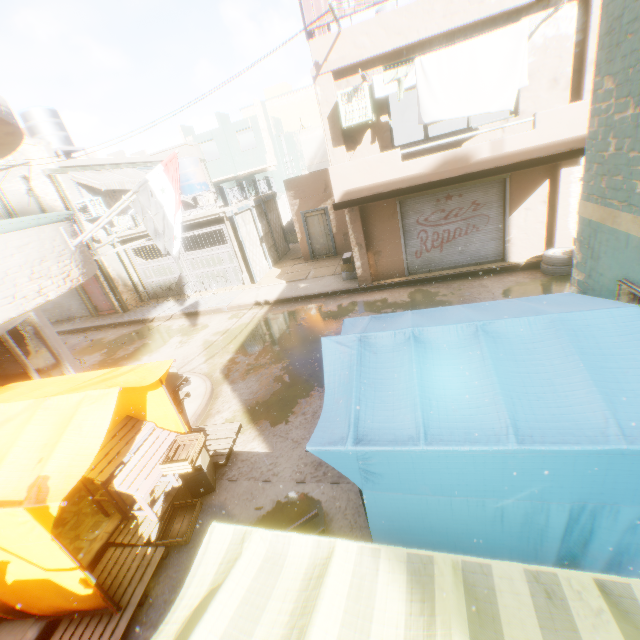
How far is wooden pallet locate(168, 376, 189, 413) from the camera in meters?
7.3 m

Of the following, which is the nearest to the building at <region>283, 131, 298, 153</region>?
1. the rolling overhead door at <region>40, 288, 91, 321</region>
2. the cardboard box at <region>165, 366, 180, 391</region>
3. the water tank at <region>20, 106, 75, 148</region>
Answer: the rolling overhead door at <region>40, 288, 91, 321</region>

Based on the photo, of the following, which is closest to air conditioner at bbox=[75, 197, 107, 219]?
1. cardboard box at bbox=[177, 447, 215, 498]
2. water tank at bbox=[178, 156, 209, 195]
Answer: water tank at bbox=[178, 156, 209, 195]

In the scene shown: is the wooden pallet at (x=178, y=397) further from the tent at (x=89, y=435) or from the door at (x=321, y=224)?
the door at (x=321, y=224)

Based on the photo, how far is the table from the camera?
5.0 meters

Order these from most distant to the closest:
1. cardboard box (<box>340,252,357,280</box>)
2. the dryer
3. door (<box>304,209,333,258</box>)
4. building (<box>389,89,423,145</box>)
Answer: building (<box>389,89,423,145</box>) → door (<box>304,209,333,258</box>) → cardboard box (<box>340,252,357,280</box>) → the dryer

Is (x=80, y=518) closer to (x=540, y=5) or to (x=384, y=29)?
(x=384, y=29)

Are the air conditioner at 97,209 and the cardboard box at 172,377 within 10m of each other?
yes
